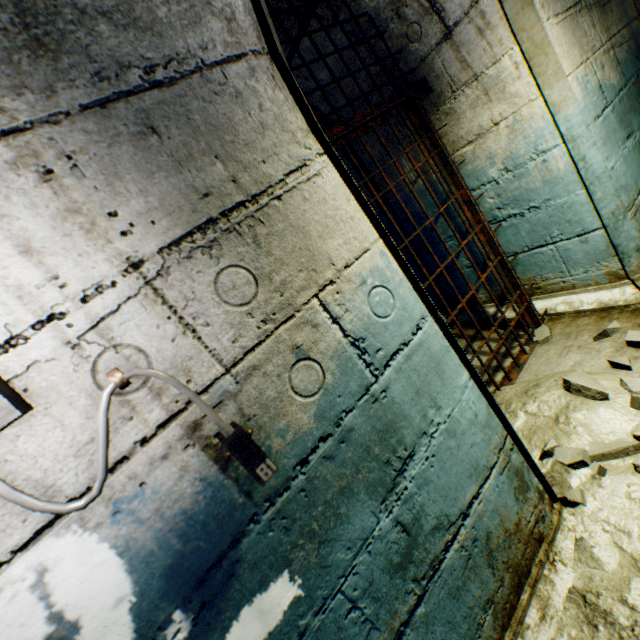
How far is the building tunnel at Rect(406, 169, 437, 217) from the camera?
2.92m

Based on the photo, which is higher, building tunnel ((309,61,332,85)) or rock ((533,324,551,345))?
building tunnel ((309,61,332,85))

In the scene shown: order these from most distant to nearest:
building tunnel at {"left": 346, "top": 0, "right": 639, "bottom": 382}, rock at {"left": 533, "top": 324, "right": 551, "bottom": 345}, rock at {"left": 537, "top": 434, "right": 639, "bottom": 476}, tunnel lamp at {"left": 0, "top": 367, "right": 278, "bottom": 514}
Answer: rock at {"left": 533, "top": 324, "right": 551, "bottom": 345} → building tunnel at {"left": 346, "top": 0, "right": 639, "bottom": 382} → rock at {"left": 537, "top": 434, "right": 639, "bottom": 476} → tunnel lamp at {"left": 0, "top": 367, "right": 278, "bottom": 514}

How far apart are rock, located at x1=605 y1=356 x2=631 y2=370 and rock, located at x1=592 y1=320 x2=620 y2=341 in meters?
0.1

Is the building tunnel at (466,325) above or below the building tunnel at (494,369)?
above

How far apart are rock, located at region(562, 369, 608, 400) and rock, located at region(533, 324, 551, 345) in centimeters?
57cm

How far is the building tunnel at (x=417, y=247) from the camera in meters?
3.4 m

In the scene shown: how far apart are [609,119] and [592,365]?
1.68m
